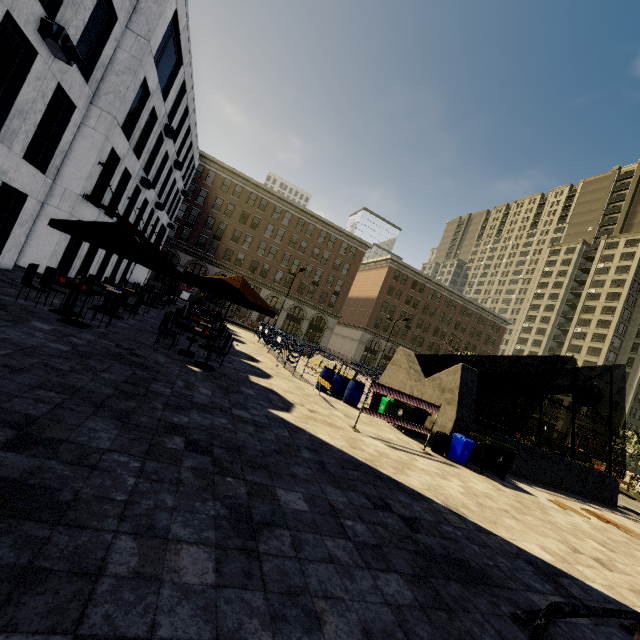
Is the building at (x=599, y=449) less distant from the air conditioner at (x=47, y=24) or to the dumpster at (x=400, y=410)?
the dumpster at (x=400, y=410)

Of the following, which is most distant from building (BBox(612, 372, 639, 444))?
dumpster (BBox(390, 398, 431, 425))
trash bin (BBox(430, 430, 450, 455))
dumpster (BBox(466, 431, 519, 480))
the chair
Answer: the chair

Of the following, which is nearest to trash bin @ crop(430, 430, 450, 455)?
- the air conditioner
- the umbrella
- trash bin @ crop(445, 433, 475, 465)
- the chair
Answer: trash bin @ crop(445, 433, 475, 465)

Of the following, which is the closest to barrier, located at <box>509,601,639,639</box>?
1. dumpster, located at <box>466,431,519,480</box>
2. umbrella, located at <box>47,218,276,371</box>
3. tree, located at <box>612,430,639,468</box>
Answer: dumpster, located at <box>466,431,519,480</box>

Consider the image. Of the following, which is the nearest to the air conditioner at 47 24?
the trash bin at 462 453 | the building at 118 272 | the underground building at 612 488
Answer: the building at 118 272

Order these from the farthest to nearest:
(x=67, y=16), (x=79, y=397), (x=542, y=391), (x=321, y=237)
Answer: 1. (x=321, y=237)
2. (x=542, y=391)
3. (x=67, y=16)
4. (x=79, y=397)

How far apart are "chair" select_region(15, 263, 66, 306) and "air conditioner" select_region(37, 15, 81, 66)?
6.4 meters

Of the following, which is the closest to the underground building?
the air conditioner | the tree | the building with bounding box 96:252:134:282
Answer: the tree
